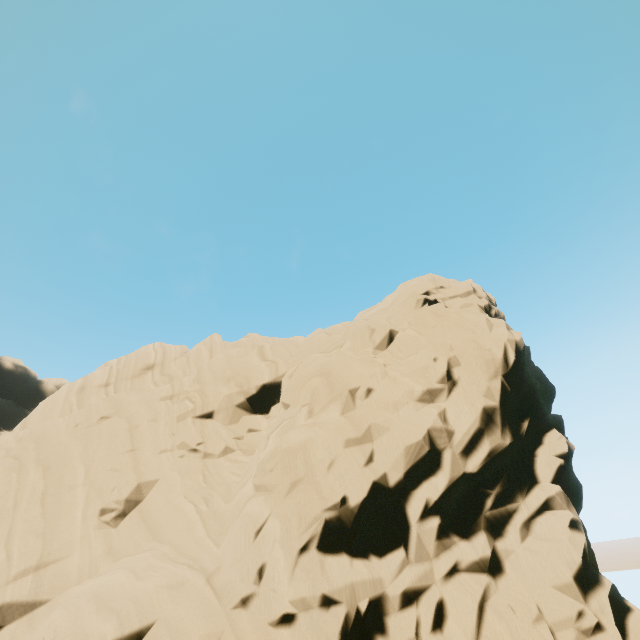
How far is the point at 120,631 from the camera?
7.9m
